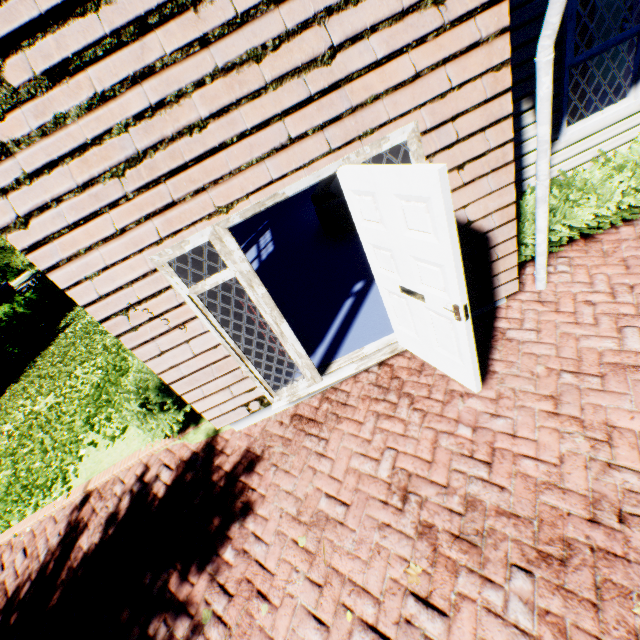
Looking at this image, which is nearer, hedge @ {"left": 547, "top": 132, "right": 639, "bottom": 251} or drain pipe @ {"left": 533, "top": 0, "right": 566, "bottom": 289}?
drain pipe @ {"left": 533, "top": 0, "right": 566, "bottom": 289}

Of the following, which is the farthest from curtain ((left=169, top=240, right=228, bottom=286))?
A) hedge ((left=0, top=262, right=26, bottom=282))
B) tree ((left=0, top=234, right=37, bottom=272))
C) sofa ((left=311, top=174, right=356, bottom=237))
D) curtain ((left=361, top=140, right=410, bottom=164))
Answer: hedge ((left=0, top=262, right=26, bottom=282))

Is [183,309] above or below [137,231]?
below

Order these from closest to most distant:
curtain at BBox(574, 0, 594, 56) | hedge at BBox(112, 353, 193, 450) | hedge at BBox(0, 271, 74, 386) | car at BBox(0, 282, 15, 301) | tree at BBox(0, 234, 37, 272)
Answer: curtain at BBox(574, 0, 594, 56), hedge at BBox(112, 353, 193, 450), hedge at BBox(0, 271, 74, 386), tree at BBox(0, 234, 37, 272), car at BBox(0, 282, 15, 301)

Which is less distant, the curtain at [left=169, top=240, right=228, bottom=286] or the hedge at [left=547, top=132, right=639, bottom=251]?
the curtain at [left=169, top=240, right=228, bottom=286]

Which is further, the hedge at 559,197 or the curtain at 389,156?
the hedge at 559,197

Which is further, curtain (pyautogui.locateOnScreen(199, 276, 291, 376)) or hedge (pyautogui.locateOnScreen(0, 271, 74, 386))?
hedge (pyautogui.locateOnScreen(0, 271, 74, 386))

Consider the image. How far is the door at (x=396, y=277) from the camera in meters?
2.1
